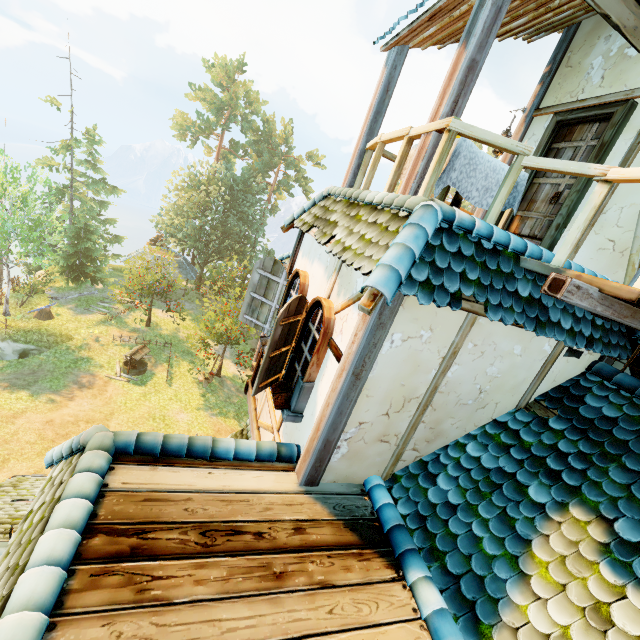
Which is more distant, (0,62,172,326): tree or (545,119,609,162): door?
(0,62,172,326): tree

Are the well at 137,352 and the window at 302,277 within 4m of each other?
no

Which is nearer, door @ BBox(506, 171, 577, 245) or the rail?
the rail

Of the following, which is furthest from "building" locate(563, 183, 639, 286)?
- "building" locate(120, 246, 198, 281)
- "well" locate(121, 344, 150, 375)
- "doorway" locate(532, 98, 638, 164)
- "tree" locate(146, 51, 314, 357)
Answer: "building" locate(120, 246, 198, 281)

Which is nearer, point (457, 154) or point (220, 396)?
point (457, 154)

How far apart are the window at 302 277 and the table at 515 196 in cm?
226

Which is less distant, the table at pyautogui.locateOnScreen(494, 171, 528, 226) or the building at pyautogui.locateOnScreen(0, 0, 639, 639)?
the building at pyautogui.locateOnScreen(0, 0, 639, 639)

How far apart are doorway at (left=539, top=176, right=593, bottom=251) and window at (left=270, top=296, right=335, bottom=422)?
3.6m
